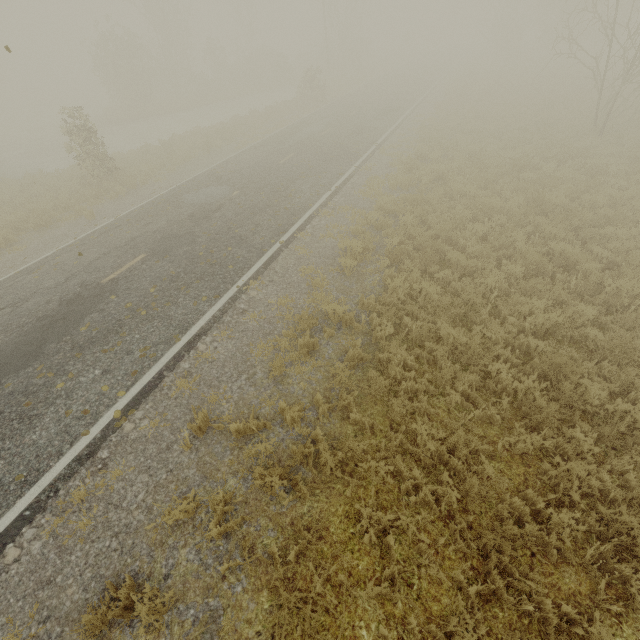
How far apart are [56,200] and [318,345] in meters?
14.9
